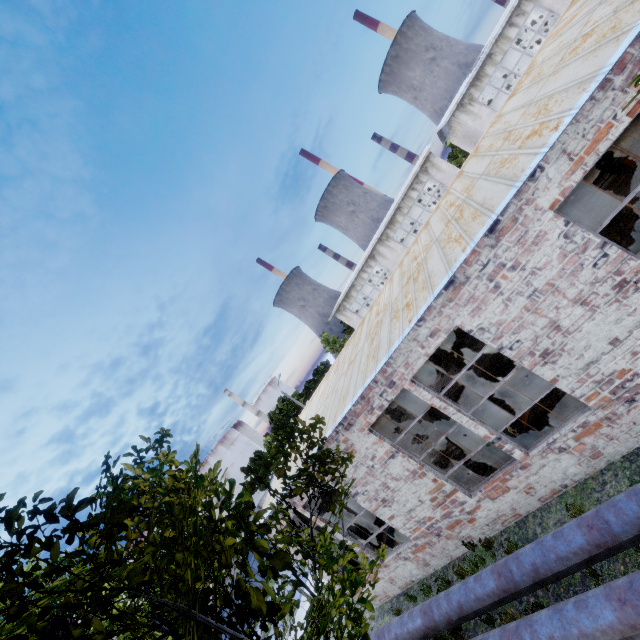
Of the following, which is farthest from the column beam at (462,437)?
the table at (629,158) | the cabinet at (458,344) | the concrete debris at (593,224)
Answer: the table at (629,158)

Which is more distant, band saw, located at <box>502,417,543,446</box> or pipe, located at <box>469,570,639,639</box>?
band saw, located at <box>502,417,543,446</box>

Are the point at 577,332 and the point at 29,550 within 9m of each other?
yes

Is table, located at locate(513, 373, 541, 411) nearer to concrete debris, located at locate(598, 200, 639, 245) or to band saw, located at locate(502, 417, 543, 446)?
band saw, located at locate(502, 417, 543, 446)

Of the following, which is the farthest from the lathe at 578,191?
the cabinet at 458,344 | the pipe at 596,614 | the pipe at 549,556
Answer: the pipe at 596,614

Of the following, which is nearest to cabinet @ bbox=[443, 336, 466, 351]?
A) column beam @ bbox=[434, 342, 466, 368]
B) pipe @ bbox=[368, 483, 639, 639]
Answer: column beam @ bbox=[434, 342, 466, 368]

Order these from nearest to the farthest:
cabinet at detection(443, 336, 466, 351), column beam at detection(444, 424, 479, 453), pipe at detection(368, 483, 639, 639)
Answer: pipe at detection(368, 483, 639, 639) < column beam at detection(444, 424, 479, 453) < cabinet at detection(443, 336, 466, 351)

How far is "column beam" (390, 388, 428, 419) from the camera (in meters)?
11.25
